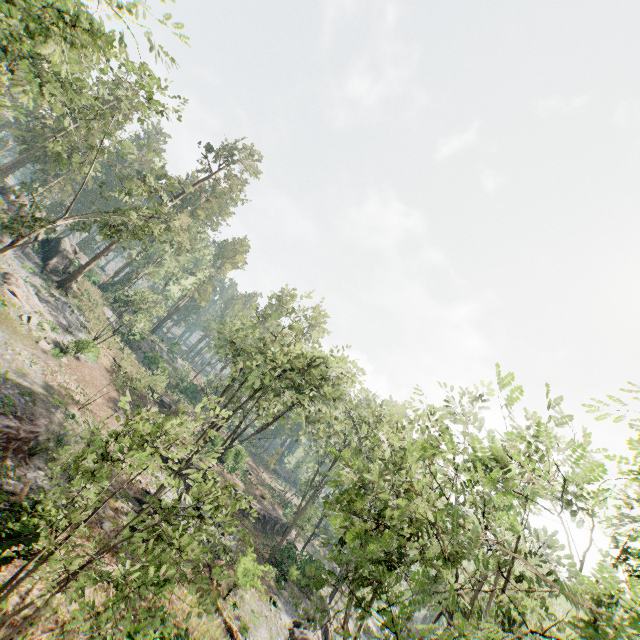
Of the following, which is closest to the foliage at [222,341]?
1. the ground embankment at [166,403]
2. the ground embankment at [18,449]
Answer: the ground embankment at [18,449]

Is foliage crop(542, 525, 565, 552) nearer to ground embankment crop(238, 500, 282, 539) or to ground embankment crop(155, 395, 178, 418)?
ground embankment crop(238, 500, 282, 539)

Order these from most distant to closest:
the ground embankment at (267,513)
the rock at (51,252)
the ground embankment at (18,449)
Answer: the rock at (51,252) < the ground embankment at (267,513) < the ground embankment at (18,449)

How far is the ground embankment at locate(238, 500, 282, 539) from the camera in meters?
38.8

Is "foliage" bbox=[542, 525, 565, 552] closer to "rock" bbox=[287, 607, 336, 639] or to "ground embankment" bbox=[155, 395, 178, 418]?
"rock" bbox=[287, 607, 336, 639]

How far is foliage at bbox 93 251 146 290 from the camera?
24.91m

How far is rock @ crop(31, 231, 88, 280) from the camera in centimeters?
4024cm

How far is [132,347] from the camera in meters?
51.2
